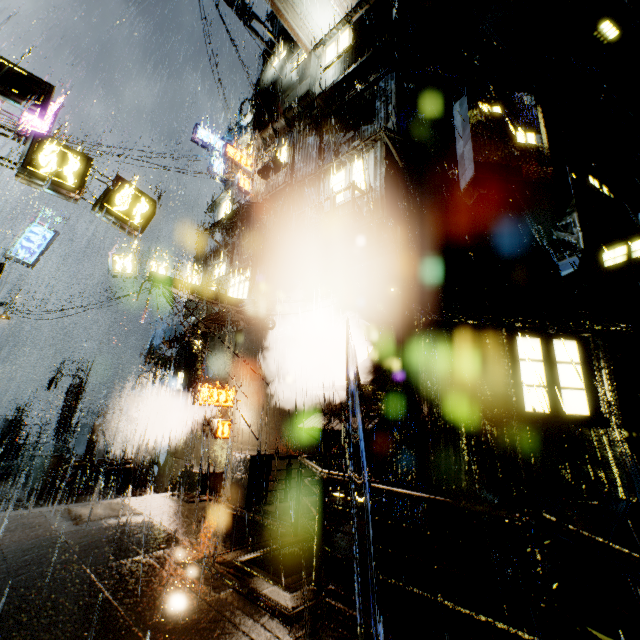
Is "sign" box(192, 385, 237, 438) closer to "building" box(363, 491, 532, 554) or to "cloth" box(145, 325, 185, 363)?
"building" box(363, 491, 532, 554)

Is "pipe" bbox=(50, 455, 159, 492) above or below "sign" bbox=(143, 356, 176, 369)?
below

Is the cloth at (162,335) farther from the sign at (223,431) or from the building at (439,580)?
the sign at (223,431)

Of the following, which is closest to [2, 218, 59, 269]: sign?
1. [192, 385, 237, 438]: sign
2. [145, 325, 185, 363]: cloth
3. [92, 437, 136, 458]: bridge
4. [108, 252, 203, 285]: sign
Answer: [108, 252, 203, 285]: sign

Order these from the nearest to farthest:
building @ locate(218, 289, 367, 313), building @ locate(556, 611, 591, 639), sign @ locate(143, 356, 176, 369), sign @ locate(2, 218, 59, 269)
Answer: building @ locate(556, 611, 591, 639)
building @ locate(218, 289, 367, 313)
sign @ locate(2, 218, 59, 269)
sign @ locate(143, 356, 176, 369)

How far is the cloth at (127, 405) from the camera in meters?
19.6

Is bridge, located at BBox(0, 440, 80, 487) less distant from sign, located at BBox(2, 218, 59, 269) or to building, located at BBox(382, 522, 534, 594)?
building, located at BBox(382, 522, 534, 594)

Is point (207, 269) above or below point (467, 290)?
above
